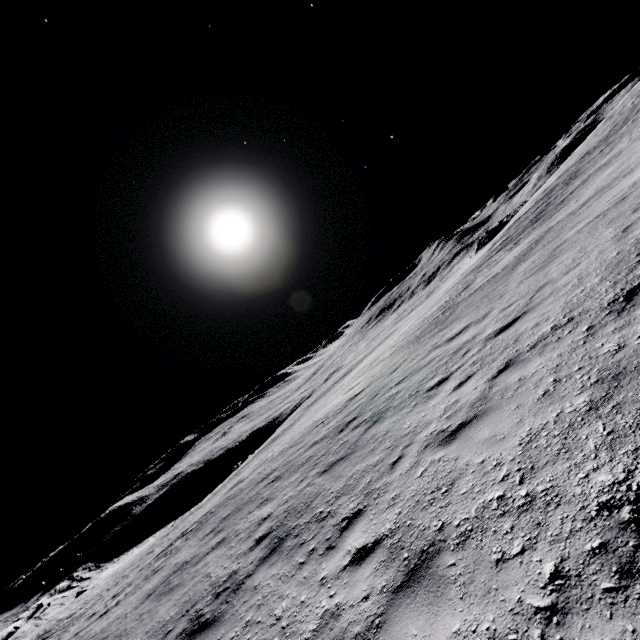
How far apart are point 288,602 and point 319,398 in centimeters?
5529cm
